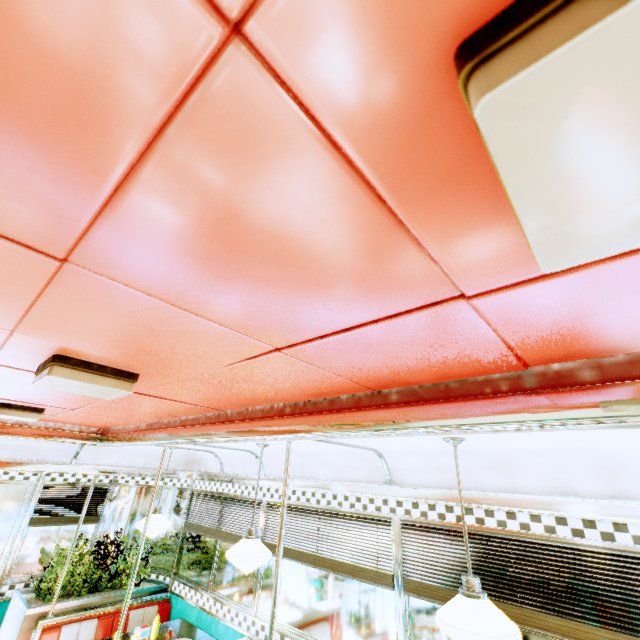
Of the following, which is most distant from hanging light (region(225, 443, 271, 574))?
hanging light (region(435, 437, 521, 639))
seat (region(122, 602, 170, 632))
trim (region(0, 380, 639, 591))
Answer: seat (region(122, 602, 170, 632))

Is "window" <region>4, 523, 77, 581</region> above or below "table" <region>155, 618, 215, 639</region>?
above

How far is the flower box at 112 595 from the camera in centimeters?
410cm

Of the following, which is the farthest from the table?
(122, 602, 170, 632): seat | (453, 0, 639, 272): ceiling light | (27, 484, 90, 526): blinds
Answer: (453, 0, 639, 272): ceiling light

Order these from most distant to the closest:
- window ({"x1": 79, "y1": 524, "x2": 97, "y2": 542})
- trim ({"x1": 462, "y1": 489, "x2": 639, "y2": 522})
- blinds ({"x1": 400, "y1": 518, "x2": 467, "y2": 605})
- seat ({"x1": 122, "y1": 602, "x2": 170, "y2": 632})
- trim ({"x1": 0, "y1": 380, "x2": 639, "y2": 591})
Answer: window ({"x1": 79, "y1": 524, "x2": 97, "y2": 542})
seat ({"x1": 122, "y1": 602, "x2": 170, "y2": 632})
blinds ({"x1": 400, "y1": 518, "x2": 467, "y2": 605})
trim ({"x1": 462, "y1": 489, "x2": 639, "y2": 522})
trim ({"x1": 0, "y1": 380, "x2": 639, "y2": 591})

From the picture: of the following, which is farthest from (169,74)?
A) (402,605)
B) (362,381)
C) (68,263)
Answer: (402,605)

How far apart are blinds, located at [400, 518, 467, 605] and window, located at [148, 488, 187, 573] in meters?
4.1

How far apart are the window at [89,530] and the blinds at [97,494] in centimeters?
4cm
